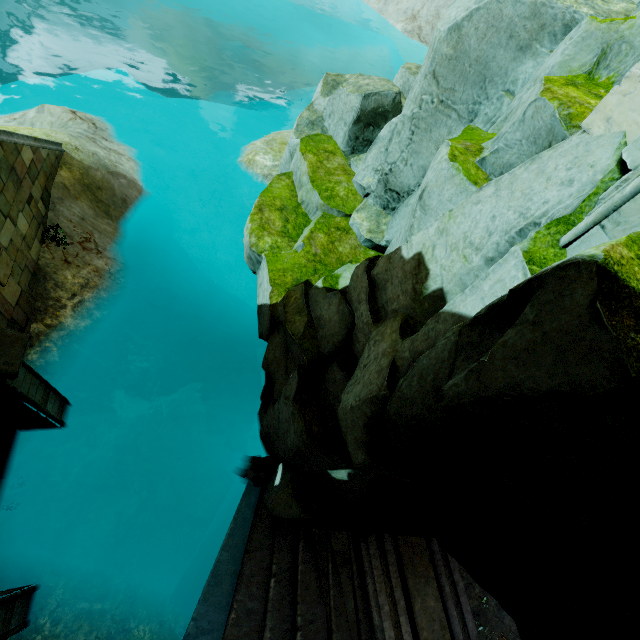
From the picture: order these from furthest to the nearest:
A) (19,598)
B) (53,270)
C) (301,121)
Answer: (301,121) < (53,270) < (19,598)

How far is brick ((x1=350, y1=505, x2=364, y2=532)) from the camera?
5.91m

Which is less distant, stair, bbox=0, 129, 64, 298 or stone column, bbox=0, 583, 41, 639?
stone column, bbox=0, 583, 41, 639

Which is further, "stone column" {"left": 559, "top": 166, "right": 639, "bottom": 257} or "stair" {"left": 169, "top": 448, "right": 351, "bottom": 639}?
"stair" {"left": 169, "top": 448, "right": 351, "bottom": 639}

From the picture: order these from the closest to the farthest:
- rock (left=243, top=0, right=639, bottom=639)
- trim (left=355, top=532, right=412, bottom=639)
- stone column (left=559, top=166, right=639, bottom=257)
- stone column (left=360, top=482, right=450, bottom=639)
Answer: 1. rock (left=243, top=0, right=639, bottom=639)
2. stone column (left=559, top=166, right=639, bottom=257)
3. stone column (left=360, top=482, right=450, bottom=639)
4. trim (left=355, top=532, right=412, bottom=639)

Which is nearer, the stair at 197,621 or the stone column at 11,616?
the stone column at 11,616

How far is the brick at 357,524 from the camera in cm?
591

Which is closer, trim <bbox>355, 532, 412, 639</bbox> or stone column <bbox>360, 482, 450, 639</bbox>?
stone column <bbox>360, 482, 450, 639</bbox>
